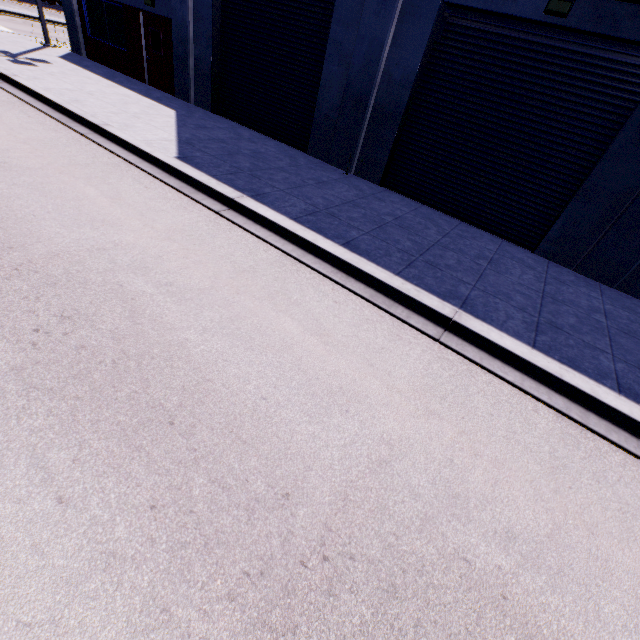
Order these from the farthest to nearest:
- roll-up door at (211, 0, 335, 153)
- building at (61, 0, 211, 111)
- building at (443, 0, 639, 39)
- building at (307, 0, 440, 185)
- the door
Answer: the door
building at (61, 0, 211, 111)
roll-up door at (211, 0, 335, 153)
building at (307, 0, 440, 185)
building at (443, 0, 639, 39)

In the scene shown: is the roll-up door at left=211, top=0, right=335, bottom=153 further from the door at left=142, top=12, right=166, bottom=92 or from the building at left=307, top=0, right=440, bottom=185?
the door at left=142, top=12, right=166, bottom=92

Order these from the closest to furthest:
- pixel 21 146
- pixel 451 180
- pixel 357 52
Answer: pixel 21 146 → pixel 357 52 → pixel 451 180

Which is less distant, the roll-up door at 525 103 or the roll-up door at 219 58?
the roll-up door at 525 103

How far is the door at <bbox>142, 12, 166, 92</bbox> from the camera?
12.9 meters

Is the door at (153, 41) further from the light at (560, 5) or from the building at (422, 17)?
the light at (560, 5)

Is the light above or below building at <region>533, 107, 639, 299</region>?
above

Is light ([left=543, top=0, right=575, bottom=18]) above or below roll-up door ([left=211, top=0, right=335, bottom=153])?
above
